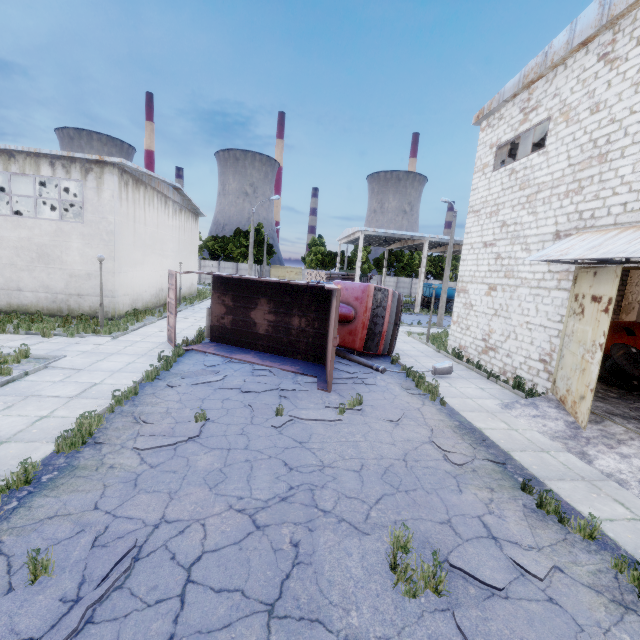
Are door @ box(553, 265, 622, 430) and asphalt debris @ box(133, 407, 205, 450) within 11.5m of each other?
yes

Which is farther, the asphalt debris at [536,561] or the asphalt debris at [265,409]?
the asphalt debris at [265,409]

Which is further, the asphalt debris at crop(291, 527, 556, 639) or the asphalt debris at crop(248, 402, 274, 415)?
the asphalt debris at crop(248, 402, 274, 415)

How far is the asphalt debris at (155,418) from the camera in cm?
656

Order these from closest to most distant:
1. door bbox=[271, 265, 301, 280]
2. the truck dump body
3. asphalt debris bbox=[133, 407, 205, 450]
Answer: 1. asphalt debris bbox=[133, 407, 205, 450]
2. the truck dump body
3. door bbox=[271, 265, 301, 280]

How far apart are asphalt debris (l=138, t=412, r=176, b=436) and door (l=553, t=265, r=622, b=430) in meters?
8.7

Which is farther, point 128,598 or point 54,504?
point 54,504

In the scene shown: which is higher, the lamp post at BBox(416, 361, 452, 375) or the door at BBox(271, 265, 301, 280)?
the door at BBox(271, 265, 301, 280)
